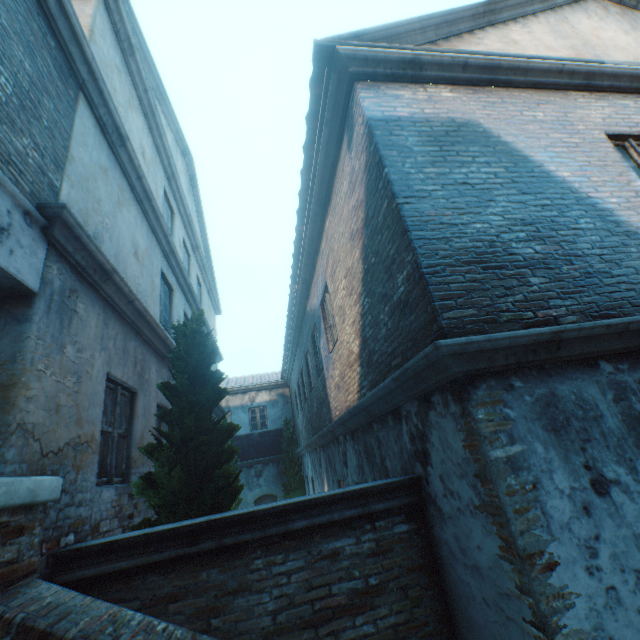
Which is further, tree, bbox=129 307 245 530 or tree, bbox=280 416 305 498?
tree, bbox=280 416 305 498

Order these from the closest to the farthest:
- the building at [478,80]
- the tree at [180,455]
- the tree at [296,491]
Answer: the building at [478,80]
the tree at [180,455]
the tree at [296,491]

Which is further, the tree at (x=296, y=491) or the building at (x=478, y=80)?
the tree at (x=296, y=491)

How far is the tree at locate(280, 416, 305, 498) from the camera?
15.9m

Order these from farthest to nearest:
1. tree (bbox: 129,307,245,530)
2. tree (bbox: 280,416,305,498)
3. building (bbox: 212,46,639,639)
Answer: tree (bbox: 280,416,305,498)
tree (bbox: 129,307,245,530)
building (bbox: 212,46,639,639)

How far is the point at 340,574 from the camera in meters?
3.2 m

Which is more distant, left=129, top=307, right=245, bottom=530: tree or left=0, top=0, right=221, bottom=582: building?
left=129, top=307, right=245, bottom=530: tree
